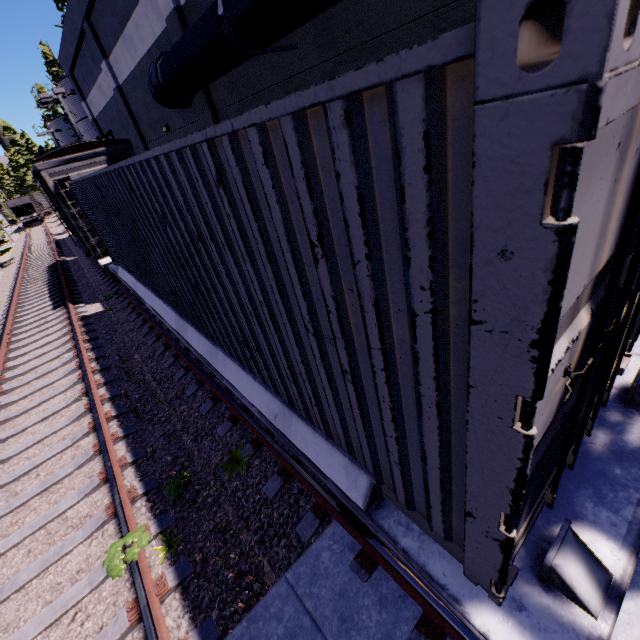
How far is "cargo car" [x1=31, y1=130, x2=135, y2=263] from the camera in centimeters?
1053cm

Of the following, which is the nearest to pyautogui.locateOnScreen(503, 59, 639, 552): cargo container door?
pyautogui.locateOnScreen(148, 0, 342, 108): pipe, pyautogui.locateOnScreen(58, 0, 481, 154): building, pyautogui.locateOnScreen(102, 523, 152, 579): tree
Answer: pyautogui.locateOnScreen(148, 0, 342, 108): pipe

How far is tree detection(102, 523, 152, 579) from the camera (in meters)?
3.57

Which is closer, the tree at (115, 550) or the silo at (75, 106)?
the tree at (115, 550)

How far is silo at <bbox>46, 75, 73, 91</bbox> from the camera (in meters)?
27.75

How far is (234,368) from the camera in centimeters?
402cm

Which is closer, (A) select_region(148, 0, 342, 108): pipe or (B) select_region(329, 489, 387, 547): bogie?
(B) select_region(329, 489, 387, 547): bogie

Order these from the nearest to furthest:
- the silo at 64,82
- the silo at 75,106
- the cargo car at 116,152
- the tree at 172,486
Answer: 1. the tree at 172,486
2. the cargo car at 116,152
3. the silo at 64,82
4. the silo at 75,106
